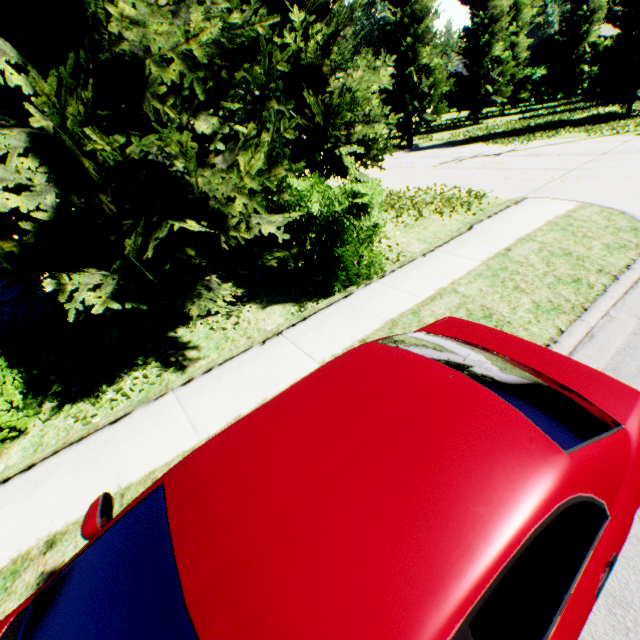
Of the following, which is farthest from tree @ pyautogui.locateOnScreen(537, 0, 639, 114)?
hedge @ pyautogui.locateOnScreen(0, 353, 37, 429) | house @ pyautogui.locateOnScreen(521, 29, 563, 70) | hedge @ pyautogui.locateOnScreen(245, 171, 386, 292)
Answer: house @ pyautogui.locateOnScreen(521, 29, 563, 70)

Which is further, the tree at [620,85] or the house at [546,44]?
the house at [546,44]

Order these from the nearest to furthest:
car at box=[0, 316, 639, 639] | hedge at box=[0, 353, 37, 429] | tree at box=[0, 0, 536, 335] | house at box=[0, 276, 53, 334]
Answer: car at box=[0, 316, 639, 639]
tree at box=[0, 0, 536, 335]
hedge at box=[0, 353, 37, 429]
house at box=[0, 276, 53, 334]

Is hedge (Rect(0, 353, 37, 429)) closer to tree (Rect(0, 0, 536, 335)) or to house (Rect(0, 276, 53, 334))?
tree (Rect(0, 0, 536, 335))

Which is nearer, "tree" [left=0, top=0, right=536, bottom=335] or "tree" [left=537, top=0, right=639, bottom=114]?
"tree" [left=0, top=0, right=536, bottom=335]

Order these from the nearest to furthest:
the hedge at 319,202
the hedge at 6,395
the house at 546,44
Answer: the hedge at 6,395
the hedge at 319,202
the house at 546,44

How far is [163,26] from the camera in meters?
3.6

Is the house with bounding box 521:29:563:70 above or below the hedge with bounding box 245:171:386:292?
above
